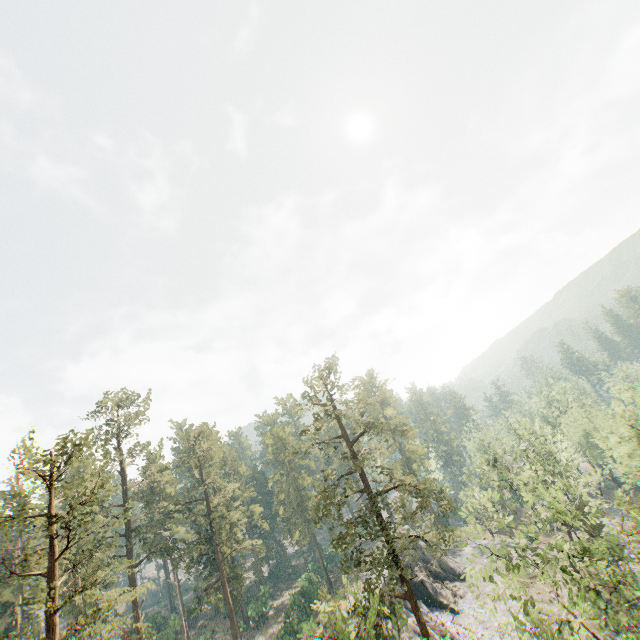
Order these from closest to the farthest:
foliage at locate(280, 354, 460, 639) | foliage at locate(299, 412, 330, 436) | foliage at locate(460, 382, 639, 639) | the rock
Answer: foliage at locate(460, 382, 639, 639)
foliage at locate(280, 354, 460, 639)
foliage at locate(299, 412, 330, 436)
the rock

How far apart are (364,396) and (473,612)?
34.9 meters

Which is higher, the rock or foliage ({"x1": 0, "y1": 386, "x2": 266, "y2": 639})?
foliage ({"x1": 0, "y1": 386, "x2": 266, "y2": 639})

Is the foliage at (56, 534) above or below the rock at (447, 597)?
above

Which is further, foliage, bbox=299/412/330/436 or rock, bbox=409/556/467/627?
rock, bbox=409/556/467/627

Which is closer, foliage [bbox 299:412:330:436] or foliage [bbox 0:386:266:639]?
foliage [bbox 0:386:266:639]

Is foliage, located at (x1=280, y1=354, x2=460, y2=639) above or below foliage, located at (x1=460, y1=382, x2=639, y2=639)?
above
